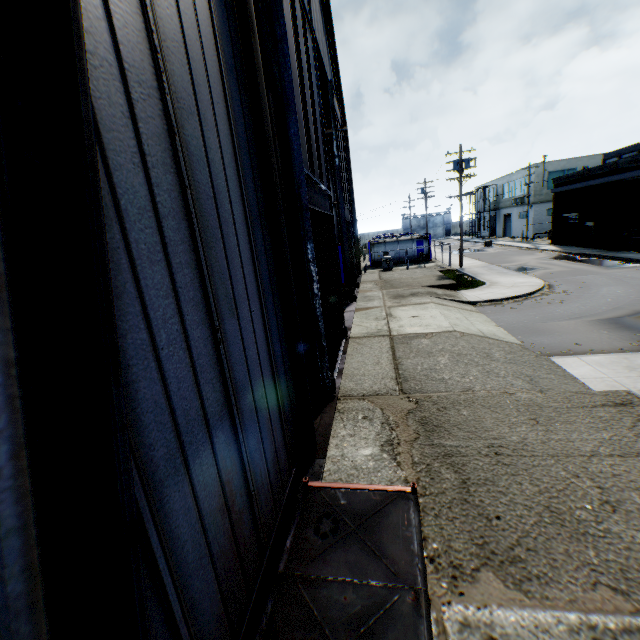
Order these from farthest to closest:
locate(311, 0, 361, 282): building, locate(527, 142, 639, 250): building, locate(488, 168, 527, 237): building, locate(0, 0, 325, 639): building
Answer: locate(488, 168, 527, 237): building
locate(527, 142, 639, 250): building
locate(311, 0, 361, 282): building
locate(0, 0, 325, 639): building

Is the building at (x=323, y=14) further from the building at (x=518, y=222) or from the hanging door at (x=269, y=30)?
the building at (x=518, y=222)

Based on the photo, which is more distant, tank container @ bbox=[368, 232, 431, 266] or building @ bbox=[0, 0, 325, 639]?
tank container @ bbox=[368, 232, 431, 266]

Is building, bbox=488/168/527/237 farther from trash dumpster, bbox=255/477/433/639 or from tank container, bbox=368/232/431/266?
trash dumpster, bbox=255/477/433/639

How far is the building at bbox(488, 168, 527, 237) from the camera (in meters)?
47.28

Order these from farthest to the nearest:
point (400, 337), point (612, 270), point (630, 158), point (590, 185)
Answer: point (590, 185)
point (630, 158)
point (612, 270)
point (400, 337)

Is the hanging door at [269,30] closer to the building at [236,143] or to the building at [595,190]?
the building at [236,143]

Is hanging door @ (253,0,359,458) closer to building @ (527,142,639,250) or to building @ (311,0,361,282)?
building @ (311,0,361,282)
